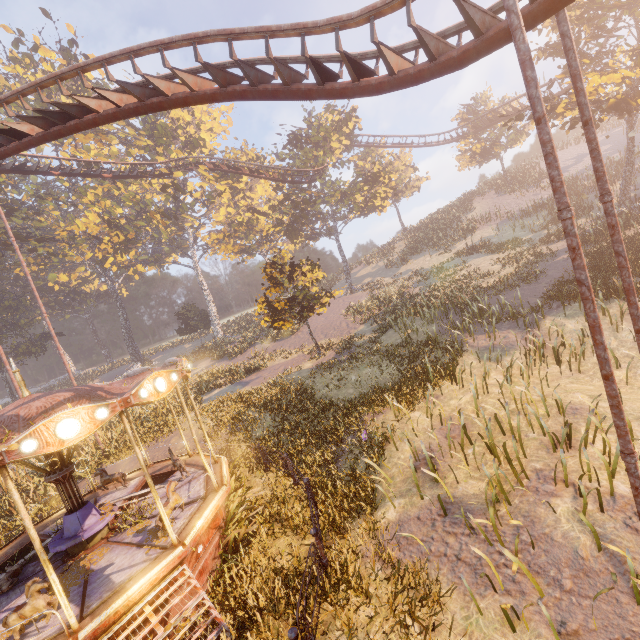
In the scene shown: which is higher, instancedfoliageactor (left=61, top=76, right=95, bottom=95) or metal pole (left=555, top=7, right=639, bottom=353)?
instancedfoliageactor (left=61, top=76, right=95, bottom=95)

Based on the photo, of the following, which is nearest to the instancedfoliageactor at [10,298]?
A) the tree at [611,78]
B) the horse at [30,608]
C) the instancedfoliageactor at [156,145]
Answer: the instancedfoliageactor at [156,145]

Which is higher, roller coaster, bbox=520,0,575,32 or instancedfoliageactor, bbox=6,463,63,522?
roller coaster, bbox=520,0,575,32

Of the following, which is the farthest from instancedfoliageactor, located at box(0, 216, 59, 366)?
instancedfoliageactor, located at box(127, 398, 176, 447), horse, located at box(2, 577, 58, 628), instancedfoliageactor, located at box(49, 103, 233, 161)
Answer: instancedfoliageactor, located at box(127, 398, 176, 447)

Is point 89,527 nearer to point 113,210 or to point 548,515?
point 548,515

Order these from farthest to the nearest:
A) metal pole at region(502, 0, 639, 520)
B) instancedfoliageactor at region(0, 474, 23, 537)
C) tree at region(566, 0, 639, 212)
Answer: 1. tree at region(566, 0, 639, 212)
2. instancedfoliageactor at region(0, 474, 23, 537)
3. metal pole at region(502, 0, 639, 520)

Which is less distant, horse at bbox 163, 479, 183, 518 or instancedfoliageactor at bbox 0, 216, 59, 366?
horse at bbox 163, 479, 183, 518

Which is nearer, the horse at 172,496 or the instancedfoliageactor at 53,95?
the horse at 172,496
